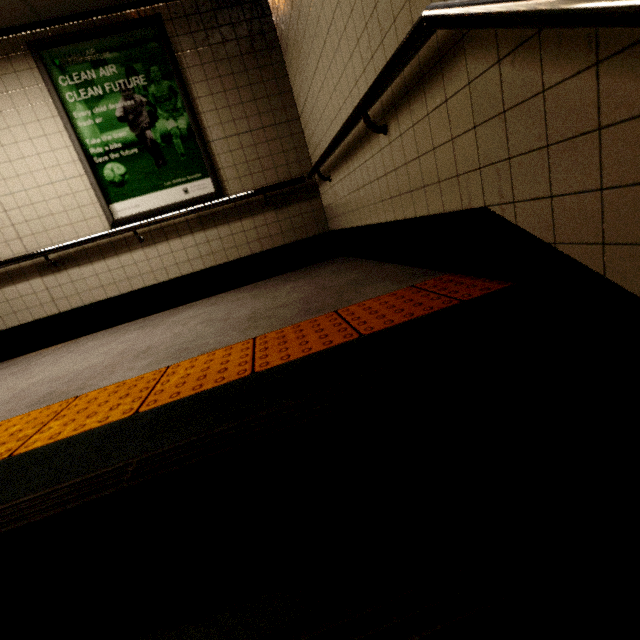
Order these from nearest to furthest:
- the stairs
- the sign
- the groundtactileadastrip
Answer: the stairs, the groundtactileadastrip, the sign

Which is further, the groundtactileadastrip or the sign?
the sign

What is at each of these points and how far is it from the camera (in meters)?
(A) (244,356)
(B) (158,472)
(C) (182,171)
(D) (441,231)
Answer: (A) groundtactileadastrip, 1.47
(B) stairs, 0.81
(C) sign, 3.57
(D) building, 1.80

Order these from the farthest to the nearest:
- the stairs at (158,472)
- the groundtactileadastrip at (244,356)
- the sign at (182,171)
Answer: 1. the sign at (182,171)
2. the groundtactileadastrip at (244,356)
3. the stairs at (158,472)

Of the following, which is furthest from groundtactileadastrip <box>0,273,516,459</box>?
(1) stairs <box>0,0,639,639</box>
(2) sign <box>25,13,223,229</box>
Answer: (2) sign <box>25,13,223,229</box>

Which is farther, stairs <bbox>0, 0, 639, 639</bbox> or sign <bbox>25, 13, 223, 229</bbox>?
sign <bbox>25, 13, 223, 229</bbox>

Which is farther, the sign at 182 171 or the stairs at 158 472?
the sign at 182 171

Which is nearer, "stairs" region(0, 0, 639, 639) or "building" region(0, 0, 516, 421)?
"stairs" region(0, 0, 639, 639)
